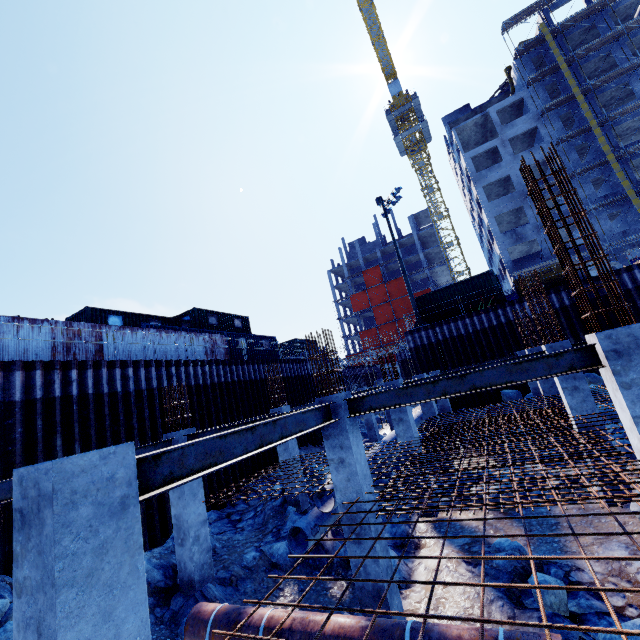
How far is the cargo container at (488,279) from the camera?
22.14m

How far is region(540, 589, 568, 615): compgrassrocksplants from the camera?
5.3 meters

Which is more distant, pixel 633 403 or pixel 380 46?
pixel 380 46

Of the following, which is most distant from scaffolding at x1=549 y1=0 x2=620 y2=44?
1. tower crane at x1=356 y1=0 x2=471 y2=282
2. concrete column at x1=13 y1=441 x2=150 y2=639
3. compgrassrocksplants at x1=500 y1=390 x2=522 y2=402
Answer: concrete column at x1=13 y1=441 x2=150 y2=639

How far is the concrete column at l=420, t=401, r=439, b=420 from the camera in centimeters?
1512cm

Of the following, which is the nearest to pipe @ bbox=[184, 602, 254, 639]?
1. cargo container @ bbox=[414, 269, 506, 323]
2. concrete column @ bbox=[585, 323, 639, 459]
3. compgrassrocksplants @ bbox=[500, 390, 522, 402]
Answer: concrete column @ bbox=[585, 323, 639, 459]

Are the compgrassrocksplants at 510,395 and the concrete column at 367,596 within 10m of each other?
no

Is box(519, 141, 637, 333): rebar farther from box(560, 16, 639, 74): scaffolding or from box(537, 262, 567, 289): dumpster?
box(537, 262, 567, 289): dumpster
